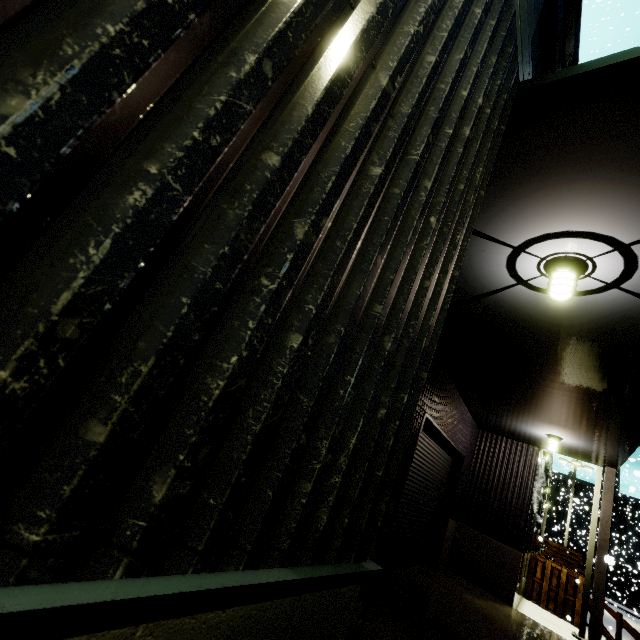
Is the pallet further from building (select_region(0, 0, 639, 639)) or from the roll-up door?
the roll-up door

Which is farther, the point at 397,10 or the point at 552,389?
the point at 552,389

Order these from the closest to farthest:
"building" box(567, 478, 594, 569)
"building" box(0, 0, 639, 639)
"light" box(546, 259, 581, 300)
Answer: "building" box(0, 0, 639, 639) → "light" box(546, 259, 581, 300) → "building" box(567, 478, 594, 569)

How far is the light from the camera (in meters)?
3.63

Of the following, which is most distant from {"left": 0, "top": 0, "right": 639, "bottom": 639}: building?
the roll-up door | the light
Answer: the light

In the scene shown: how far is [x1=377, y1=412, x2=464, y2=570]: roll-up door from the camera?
7.7 meters

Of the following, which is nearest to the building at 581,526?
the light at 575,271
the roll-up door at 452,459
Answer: the roll-up door at 452,459

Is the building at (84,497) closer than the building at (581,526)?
Yes
